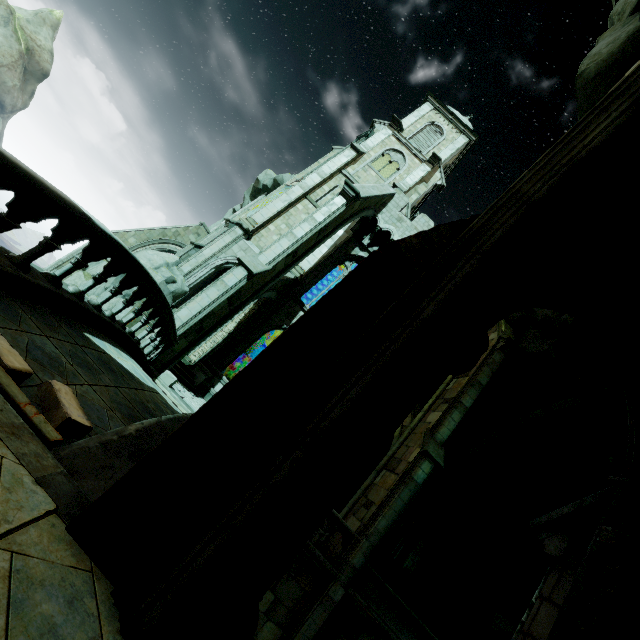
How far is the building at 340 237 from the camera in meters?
19.4 m

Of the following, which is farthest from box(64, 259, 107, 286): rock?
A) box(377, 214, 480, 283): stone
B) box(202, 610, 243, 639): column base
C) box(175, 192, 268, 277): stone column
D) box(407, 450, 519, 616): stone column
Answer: box(377, 214, 480, 283): stone

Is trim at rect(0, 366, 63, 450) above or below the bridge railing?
below

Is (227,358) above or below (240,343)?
below

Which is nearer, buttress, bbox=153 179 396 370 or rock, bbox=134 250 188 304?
buttress, bbox=153 179 396 370

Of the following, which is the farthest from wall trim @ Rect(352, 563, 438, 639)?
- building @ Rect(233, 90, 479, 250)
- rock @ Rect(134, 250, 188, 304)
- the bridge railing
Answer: building @ Rect(233, 90, 479, 250)

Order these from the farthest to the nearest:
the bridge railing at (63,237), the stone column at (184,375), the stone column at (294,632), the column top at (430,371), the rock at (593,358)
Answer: the stone column at (184,375)
the rock at (593,358)
the stone column at (294,632)
the bridge railing at (63,237)
the column top at (430,371)

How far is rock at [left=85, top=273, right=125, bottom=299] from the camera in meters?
15.7
